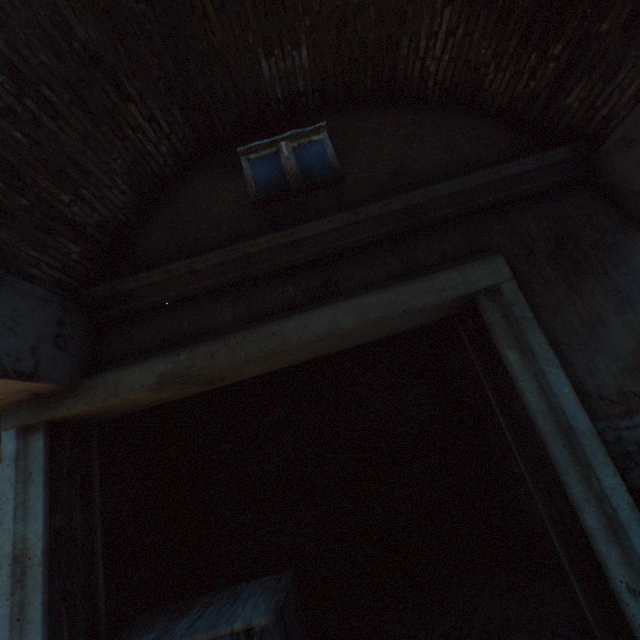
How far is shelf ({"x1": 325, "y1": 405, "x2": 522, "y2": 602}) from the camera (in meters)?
4.07

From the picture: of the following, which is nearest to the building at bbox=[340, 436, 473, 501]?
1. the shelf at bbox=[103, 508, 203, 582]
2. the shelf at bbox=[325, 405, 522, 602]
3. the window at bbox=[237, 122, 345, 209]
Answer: the window at bbox=[237, 122, 345, 209]

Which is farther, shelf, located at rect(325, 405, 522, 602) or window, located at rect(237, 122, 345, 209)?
shelf, located at rect(325, 405, 522, 602)

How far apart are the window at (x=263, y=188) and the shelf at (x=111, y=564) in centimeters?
366cm

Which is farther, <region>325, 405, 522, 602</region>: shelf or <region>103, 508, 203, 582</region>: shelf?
<region>325, 405, 522, 602</region>: shelf

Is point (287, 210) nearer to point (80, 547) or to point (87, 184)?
point (87, 184)

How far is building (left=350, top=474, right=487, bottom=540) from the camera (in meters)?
4.54

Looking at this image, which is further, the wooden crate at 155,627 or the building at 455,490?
the building at 455,490
